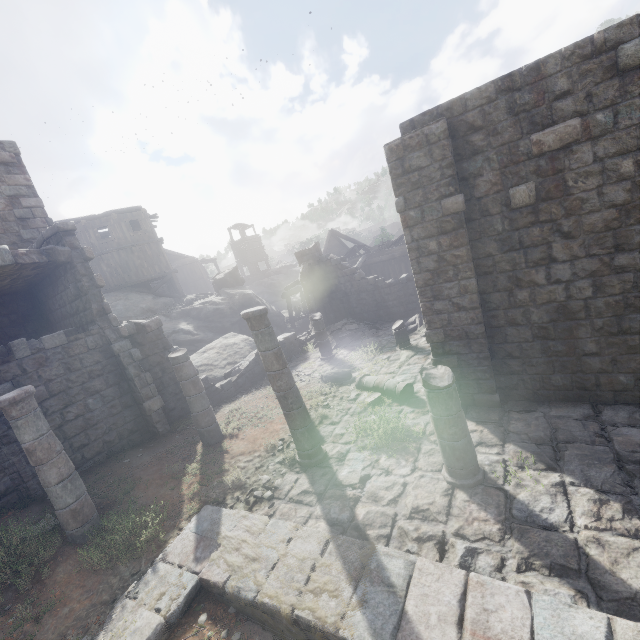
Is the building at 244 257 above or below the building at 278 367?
above

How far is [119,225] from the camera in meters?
26.1 m

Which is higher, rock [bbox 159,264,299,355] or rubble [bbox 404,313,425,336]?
rock [bbox 159,264,299,355]

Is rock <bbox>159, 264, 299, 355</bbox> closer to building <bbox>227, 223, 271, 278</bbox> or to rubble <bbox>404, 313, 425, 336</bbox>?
building <bbox>227, 223, 271, 278</bbox>

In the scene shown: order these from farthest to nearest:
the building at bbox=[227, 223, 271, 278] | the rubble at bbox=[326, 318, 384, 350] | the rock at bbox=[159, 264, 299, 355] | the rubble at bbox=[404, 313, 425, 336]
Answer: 1. the building at bbox=[227, 223, 271, 278]
2. the rock at bbox=[159, 264, 299, 355]
3. the rubble at bbox=[326, 318, 384, 350]
4. the rubble at bbox=[404, 313, 425, 336]

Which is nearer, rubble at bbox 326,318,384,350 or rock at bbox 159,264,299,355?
rubble at bbox 326,318,384,350

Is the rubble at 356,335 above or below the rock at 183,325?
below

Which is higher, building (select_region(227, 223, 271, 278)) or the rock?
building (select_region(227, 223, 271, 278))
